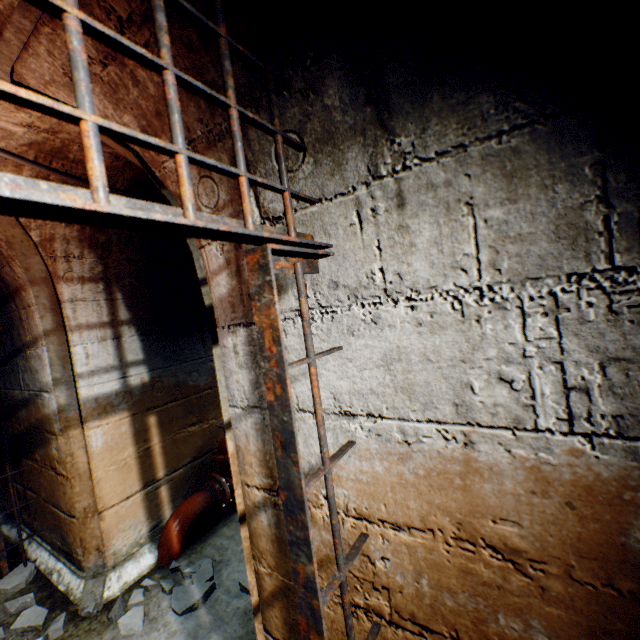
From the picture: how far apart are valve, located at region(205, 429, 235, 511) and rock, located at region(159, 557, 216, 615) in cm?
56

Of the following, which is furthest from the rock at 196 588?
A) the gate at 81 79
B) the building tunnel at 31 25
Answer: the gate at 81 79

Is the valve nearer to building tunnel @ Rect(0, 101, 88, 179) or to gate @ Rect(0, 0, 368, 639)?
building tunnel @ Rect(0, 101, 88, 179)

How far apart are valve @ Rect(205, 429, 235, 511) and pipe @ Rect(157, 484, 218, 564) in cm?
2

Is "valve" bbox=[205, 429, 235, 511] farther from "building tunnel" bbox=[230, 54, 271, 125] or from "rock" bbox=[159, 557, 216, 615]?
"rock" bbox=[159, 557, 216, 615]

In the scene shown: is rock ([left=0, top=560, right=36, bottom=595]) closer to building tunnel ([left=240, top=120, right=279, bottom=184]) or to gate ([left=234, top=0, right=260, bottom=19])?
building tunnel ([left=240, top=120, right=279, bottom=184])

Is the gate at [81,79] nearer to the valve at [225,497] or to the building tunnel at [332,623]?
Answer: the building tunnel at [332,623]

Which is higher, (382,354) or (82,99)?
(82,99)
